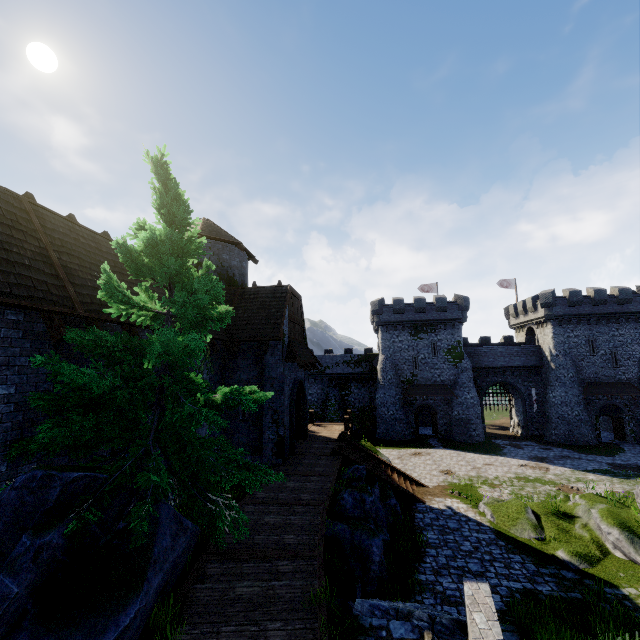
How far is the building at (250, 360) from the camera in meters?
15.3

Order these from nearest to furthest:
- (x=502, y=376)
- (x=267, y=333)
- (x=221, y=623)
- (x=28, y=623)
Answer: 1. (x=28, y=623)
2. (x=221, y=623)
3. (x=267, y=333)
4. (x=502, y=376)

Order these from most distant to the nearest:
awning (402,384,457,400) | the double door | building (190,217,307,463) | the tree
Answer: awning (402,384,457,400)
the double door
building (190,217,307,463)
the tree

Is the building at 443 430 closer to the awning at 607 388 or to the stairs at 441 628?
the awning at 607 388

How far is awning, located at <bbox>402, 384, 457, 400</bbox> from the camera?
37.6m

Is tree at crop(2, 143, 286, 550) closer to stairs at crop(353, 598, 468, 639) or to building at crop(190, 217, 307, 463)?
building at crop(190, 217, 307, 463)

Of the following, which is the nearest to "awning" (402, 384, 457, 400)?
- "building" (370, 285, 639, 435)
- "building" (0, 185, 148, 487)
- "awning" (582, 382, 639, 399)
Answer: "building" (370, 285, 639, 435)

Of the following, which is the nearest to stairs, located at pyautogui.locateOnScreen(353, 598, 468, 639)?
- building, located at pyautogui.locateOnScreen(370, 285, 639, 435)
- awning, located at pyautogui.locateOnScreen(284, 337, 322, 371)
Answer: awning, located at pyautogui.locateOnScreen(284, 337, 322, 371)
